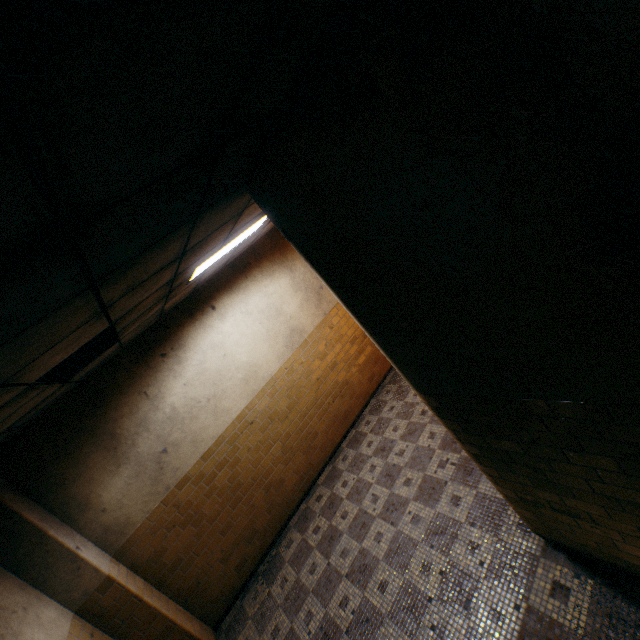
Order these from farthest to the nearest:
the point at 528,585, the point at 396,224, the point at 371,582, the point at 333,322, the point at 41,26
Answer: the point at 333,322
the point at 371,582
the point at 528,585
the point at 396,224
the point at 41,26
